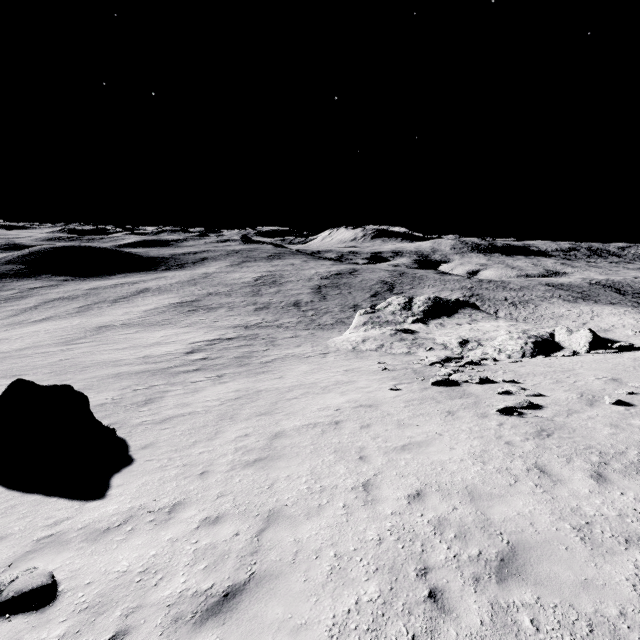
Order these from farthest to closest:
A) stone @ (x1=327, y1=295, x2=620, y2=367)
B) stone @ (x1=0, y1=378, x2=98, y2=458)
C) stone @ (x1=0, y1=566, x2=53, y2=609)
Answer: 1. stone @ (x1=327, y1=295, x2=620, y2=367)
2. stone @ (x1=0, y1=378, x2=98, y2=458)
3. stone @ (x1=0, y1=566, x2=53, y2=609)

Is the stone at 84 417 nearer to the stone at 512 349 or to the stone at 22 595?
the stone at 22 595

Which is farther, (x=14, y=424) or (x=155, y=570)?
(x=14, y=424)

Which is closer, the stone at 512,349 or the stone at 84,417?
the stone at 84,417

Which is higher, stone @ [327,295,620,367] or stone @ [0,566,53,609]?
stone @ [0,566,53,609]

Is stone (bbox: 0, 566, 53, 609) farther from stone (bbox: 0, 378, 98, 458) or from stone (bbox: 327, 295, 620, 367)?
stone (bbox: 327, 295, 620, 367)

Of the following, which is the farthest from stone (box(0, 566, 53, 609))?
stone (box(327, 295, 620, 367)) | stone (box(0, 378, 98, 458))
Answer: stone (box(327, 295, 620, 367))
